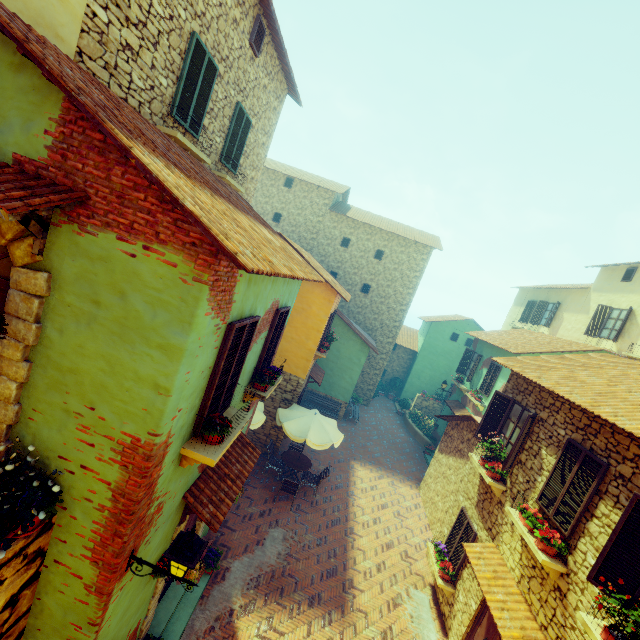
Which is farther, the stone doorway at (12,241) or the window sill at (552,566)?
the window sill at (552,566)

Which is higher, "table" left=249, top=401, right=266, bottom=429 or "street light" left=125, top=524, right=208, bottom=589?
"street light" left=125, top=524, right=208, bottom=589

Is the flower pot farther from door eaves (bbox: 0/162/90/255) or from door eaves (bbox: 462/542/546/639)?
door eaves (bbox: 462/542/546/639)

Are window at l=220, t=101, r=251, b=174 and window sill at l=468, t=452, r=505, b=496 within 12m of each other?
yes

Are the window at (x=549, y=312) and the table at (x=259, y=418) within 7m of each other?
no

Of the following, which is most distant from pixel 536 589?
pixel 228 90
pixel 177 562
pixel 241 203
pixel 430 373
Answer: pixel 430 373

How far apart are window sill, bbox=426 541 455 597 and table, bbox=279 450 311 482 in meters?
4.5 m

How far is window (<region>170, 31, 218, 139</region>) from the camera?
6.6m
